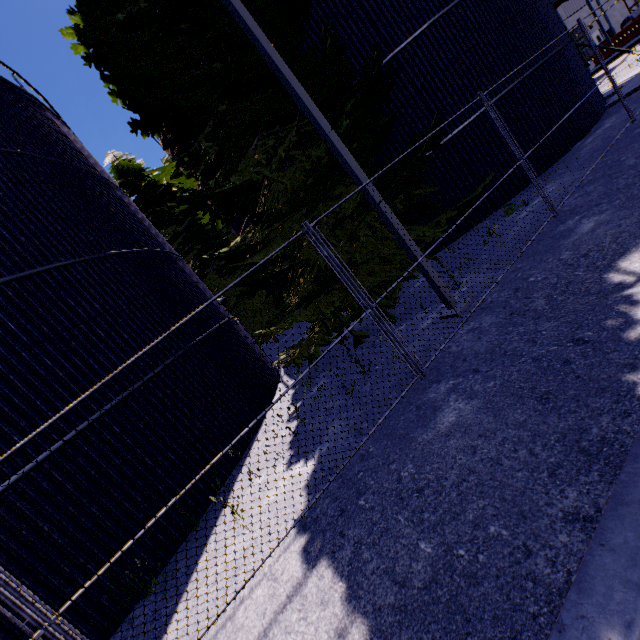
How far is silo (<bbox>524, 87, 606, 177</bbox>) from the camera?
10.91m

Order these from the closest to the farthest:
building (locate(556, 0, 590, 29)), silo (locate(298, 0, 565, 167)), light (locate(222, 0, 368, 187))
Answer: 1. light (locate(222, 0, 368, 187))
2. silo (locate(298, 0, 565, 167))
3. building (locate(556, 0, 590, 29))

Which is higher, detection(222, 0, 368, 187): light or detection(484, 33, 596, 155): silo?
detection(222, 0, 368, 187): light

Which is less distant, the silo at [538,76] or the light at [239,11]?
the light at [239,11]

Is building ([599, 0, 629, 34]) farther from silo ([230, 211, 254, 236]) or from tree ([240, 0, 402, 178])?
silo ([230, 211, 254, 236])

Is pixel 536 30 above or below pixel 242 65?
below

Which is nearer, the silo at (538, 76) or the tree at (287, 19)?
the tree at (287, 19)

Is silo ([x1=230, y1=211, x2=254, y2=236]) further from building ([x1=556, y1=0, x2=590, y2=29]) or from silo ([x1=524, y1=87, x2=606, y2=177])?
building ([x1=556, y1=0, x2=590, y2=29])
